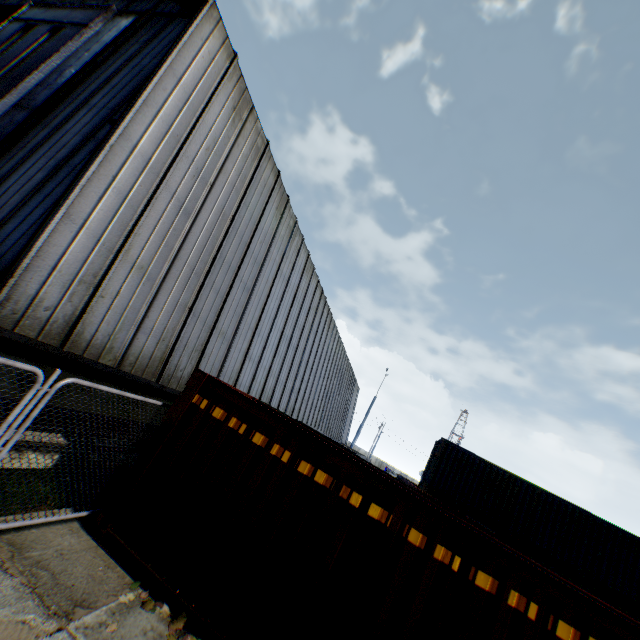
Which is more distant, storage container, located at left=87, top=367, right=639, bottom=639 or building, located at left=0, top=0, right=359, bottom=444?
building, located at left=0, top=0, right=359, bottom=444

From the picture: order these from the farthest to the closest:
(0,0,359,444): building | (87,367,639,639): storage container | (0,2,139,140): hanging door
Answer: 1. (0,2,139,140): hanging door
2. (0,0,359,444): building
3. (87,367,639,639): storage container

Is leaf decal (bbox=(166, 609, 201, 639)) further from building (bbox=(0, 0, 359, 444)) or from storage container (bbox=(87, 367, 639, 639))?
building (bbox=(0, 0, 359, 444))

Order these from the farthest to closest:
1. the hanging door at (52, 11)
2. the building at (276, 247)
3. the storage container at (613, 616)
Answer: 1. the hanging door at (52, 11)
2. the building at (276, 247)
3. the storage container at (613, 616)

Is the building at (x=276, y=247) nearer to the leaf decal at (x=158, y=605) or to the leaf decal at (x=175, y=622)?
the leaf decal at (x=158, y=605)

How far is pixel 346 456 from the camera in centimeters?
489cm

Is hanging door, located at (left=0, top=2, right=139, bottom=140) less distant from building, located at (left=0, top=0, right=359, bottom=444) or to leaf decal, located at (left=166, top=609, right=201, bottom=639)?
building, located at (left=0, top=0, right=359, bottom=444)

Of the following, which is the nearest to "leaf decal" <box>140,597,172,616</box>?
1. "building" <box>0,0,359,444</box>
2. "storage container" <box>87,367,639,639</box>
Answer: "storage container" <box>87,367,639,639</box>
